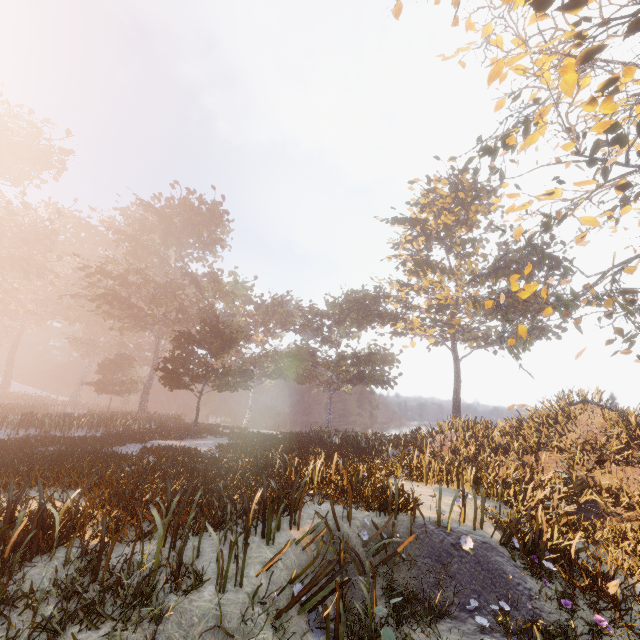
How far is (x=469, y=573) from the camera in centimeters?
685cm

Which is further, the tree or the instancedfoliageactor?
the tree

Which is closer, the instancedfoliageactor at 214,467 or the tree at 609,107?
the instancedfoliageactor at 214,467
